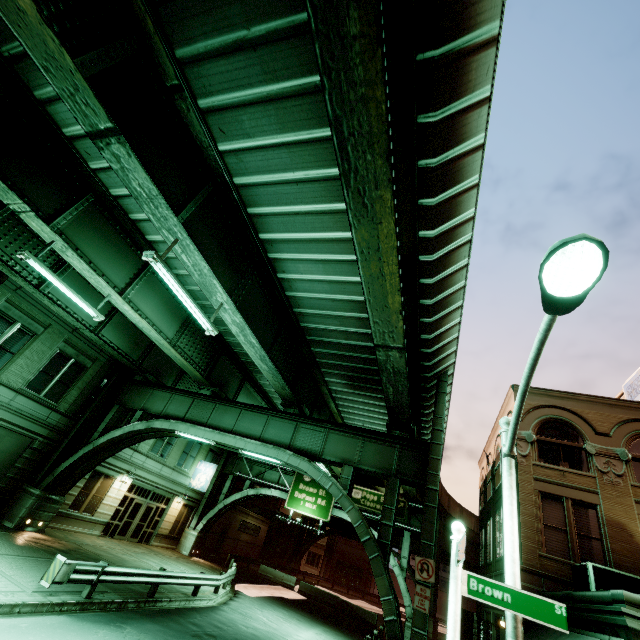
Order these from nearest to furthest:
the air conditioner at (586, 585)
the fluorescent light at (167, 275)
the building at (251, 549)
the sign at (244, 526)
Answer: the fluorescent light at (167, 275) → the air conditioner at (586, 585) → the building at (251, 549) → the sign at (244, 526)

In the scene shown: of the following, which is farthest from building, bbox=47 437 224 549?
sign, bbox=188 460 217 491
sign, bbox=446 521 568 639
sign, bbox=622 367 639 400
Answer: sign, bbox=622 367 639 400

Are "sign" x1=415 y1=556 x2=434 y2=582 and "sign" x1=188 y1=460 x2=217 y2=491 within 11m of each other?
no

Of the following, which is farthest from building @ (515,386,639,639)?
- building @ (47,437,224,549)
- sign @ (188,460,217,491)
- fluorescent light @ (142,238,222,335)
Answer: building @ (47,437,224,549)

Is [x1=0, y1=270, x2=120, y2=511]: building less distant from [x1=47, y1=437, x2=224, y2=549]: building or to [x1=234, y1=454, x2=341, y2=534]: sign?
[x1=47, y1=437, x2=224, y2=549]: building

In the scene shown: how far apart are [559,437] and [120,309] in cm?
2082

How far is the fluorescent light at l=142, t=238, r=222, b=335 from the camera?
8.2m

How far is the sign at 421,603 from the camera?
10.6m
